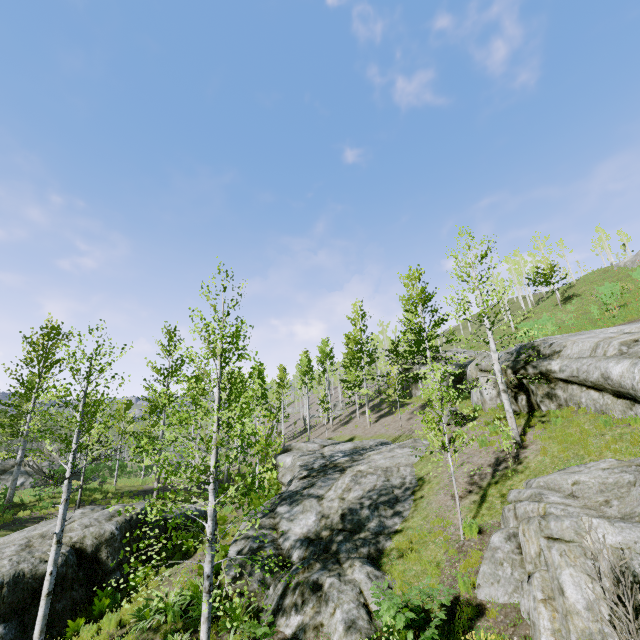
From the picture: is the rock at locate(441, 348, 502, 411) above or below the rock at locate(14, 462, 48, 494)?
above

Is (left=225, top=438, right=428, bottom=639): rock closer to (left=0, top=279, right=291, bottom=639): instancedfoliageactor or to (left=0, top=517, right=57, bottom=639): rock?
(left=0, top=279, right=291, bottom=639): instancedfoliageactor

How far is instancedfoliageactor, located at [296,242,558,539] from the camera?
10.5m

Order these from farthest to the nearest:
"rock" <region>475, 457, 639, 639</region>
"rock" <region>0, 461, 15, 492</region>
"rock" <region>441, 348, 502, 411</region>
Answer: "rock" <region>0, 461, 15, 492</region> < "rock" <region>441, 348, 502, 411</region> < "rock" <region>475, 457, 639, 639</region>

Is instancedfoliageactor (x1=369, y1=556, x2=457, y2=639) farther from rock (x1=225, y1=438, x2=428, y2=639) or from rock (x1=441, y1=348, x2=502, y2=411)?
rock (x1=441, y1=348, x2=502, y2=411)

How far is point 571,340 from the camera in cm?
1361

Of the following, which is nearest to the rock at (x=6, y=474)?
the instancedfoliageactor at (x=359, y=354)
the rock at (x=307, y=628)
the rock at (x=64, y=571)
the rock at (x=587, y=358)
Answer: the instancedfoliageactor at (x=359, y=354)
